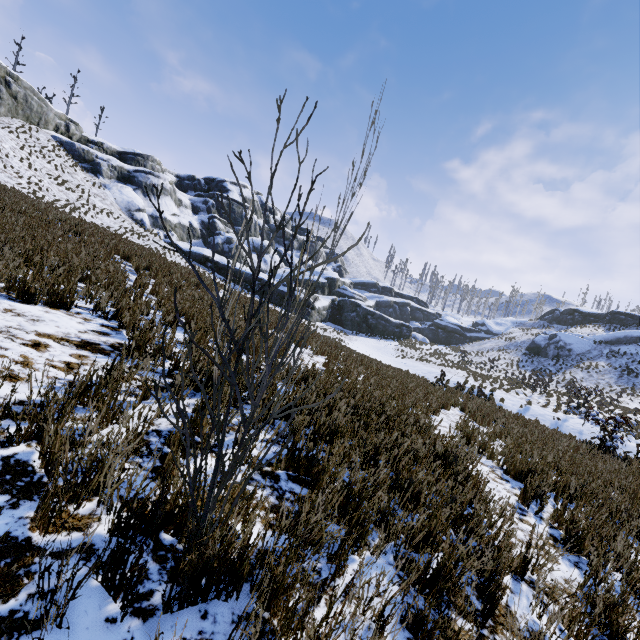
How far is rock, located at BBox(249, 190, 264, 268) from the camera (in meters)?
49.53

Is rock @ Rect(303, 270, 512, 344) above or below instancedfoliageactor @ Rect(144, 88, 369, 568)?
above

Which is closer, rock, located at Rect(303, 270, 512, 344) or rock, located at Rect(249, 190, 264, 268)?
rock, located at Rect(303, 270, 512, 344)

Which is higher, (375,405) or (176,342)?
(176,342)

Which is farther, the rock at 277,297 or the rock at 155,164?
the rock at 277,297

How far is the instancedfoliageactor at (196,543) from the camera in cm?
139

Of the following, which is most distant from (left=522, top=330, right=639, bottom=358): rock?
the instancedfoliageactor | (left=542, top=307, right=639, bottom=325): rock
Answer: the instancedfoliageactor
